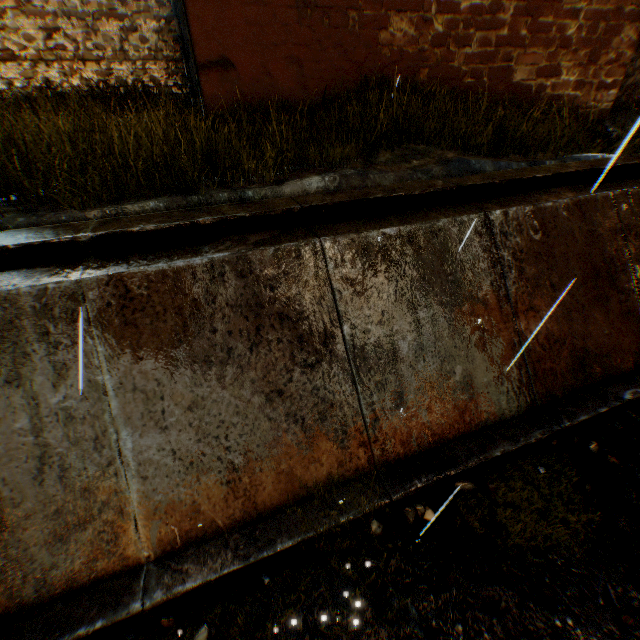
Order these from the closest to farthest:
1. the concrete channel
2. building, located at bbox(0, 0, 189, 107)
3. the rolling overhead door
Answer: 1. the concrete channel
2. the rolling overhead door
3. building, located at bbox(0, 0, 189, 107)

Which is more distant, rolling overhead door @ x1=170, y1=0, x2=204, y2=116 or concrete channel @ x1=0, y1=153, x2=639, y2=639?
rolling overhead door @ x1=170, y1=0, x2=204, y2=116

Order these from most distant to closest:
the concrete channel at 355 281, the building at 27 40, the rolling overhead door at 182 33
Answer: the building at 27 40, the rolling overhead door at 182 33, the concrete channel at 355 281

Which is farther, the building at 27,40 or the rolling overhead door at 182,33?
the building at 27,40

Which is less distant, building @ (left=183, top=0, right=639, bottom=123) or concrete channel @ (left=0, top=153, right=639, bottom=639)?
concrete channel @ (left=0, top=153, right=639, bottom=639)

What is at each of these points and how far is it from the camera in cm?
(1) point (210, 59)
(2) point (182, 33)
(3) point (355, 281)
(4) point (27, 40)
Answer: (1) building, 419
(2) rolling overhead door, 636
(3) concrete channel, 337
(4) building, 588

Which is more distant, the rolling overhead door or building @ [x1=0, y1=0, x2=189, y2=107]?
building @ [x1=0, y1=0, x2=189, y2=107]
